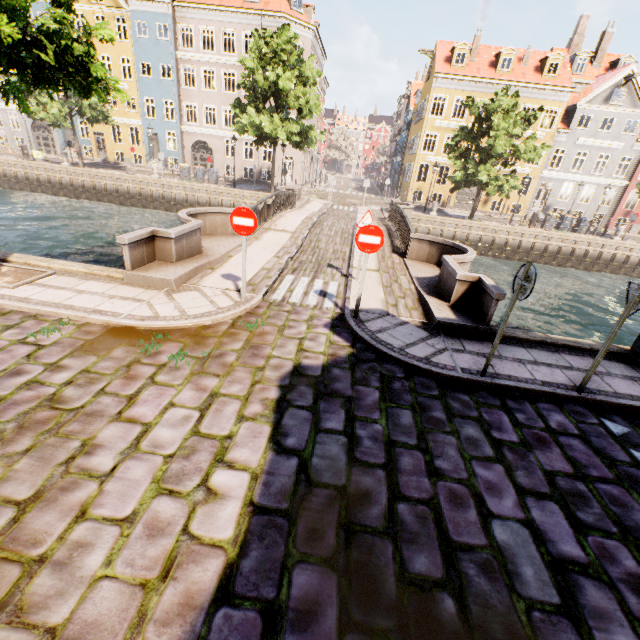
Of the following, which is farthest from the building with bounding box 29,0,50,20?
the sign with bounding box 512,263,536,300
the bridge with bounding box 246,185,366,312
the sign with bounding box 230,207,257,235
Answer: the sign with bounding box 230,207,257,235

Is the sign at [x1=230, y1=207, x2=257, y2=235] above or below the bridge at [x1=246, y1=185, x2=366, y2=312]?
above

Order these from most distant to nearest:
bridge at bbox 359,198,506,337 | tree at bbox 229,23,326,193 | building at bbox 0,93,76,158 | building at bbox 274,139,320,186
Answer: building at bbox 0,93,76,158
building at bbox 274,139,320,186
tree at bbox 229,23,326,193
bridge at bbox 359,198,506,337

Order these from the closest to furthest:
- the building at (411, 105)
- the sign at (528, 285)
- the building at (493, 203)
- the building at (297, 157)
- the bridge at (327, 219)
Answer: the sign at (528, 285), the bridge at (327, 219), the building at (411, 105), the building at (493, 203), the building at (297, 157)

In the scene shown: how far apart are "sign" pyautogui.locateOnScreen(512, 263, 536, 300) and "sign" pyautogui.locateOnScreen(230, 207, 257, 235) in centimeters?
454cm

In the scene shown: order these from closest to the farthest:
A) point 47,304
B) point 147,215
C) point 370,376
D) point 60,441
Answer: point 60,441 < point 370,376 < point 47,304 < point 147,215

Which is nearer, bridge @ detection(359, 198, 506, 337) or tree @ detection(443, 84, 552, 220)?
bridge @ detection(359, 198, 506, 337)

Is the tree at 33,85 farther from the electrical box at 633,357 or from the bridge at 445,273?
the electrical box at 633,357
